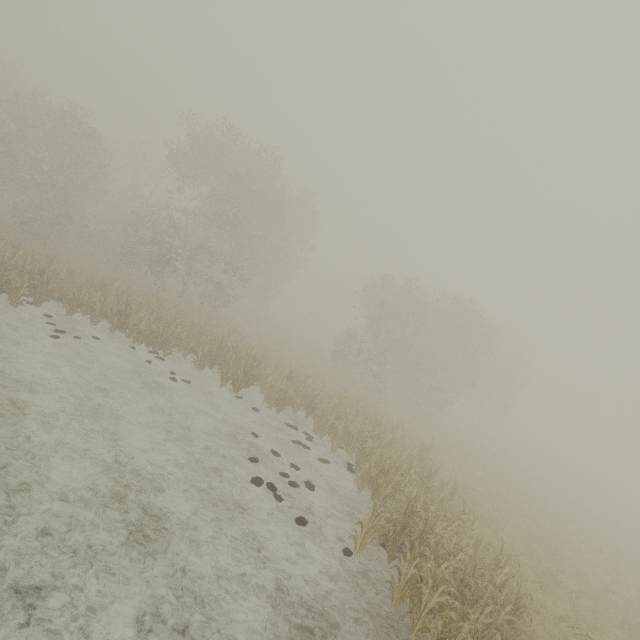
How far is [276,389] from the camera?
16.3m
